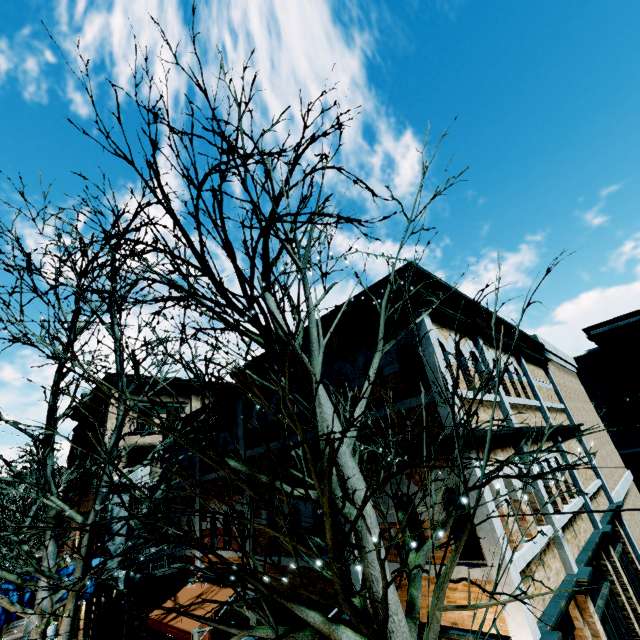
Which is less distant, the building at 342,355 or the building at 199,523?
the building at 342,355

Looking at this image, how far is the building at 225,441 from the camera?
11.8m

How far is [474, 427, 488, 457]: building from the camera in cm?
564

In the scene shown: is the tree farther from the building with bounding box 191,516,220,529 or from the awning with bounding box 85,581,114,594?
the awning with bounding box 85,581,114,594

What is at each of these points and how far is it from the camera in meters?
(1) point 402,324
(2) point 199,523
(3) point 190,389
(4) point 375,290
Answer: (1) building, 7.1
(2) building, 12.3
(3) building, 24.1
(4) building, 7.5

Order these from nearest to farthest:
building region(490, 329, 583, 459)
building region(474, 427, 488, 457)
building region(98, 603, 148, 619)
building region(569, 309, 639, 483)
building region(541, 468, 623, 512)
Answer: building region(474, 427, 488, 457) < building region(490, 329, 583, 459) < building region(541, 468, 623, 512) < building region(98, 603, 148, 619) < building region(569, 309, 639, 483)
